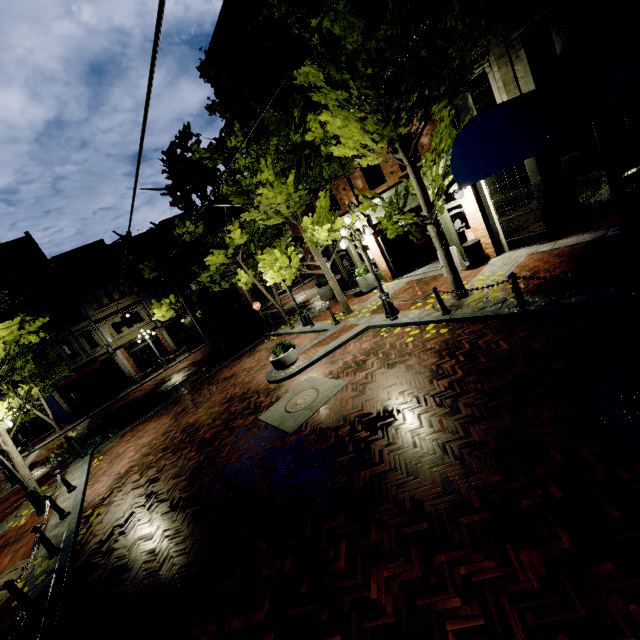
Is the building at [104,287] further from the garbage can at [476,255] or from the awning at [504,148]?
the awning at [504,148]

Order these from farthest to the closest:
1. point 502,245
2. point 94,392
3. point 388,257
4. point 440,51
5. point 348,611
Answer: point 94,392, point 388,257, point 502,245, point 440,51, point 348,611

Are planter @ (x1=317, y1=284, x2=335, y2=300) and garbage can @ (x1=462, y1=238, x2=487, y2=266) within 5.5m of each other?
no

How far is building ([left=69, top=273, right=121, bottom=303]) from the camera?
27.2m

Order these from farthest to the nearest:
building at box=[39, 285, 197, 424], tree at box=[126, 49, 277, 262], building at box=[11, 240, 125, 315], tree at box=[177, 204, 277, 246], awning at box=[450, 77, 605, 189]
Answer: building at box=[39, 285, 197, 424]
building at box=[11, 240, 125, 315]
tree at box=[177, 204, 277, 246]
tree at box=[126, 49, 277, 262]
awning at box=[450, 77, 605, 189]

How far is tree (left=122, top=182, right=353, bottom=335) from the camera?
12.14m

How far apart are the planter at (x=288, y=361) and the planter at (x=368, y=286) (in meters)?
5.67

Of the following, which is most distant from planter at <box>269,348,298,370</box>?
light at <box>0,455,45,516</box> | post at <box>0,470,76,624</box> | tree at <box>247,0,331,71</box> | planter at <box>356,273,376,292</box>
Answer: light at <box>0,455,45,516</box>
